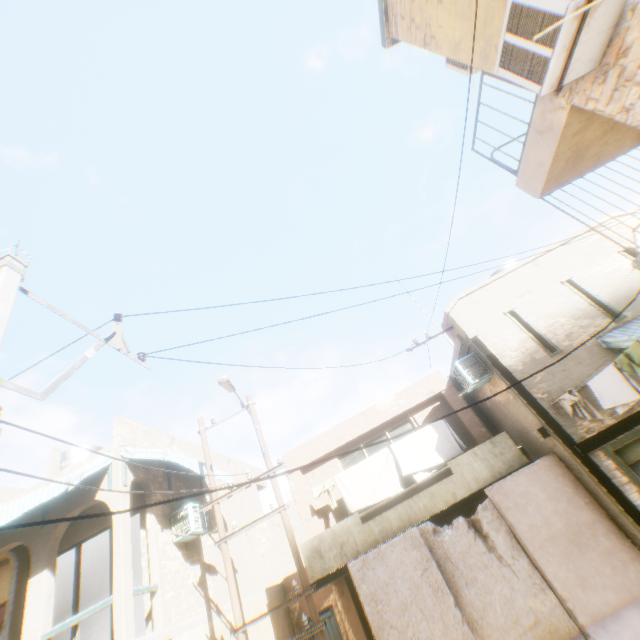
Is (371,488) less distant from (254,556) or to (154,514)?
(154,514)

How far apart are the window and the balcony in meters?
1.1

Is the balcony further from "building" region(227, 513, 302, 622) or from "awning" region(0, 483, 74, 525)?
"awning" region(0, 483, 74, 525)

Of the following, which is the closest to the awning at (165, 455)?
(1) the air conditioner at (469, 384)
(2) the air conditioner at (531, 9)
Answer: (1) the air conditioner at (469, 384)

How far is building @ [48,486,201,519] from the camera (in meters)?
8.84

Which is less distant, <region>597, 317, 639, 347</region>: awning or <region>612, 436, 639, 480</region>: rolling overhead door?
<region>612, 436, 639, 480</region>: rolling overhead door

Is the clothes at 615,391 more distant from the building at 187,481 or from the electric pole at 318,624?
the electric pole at 318,624

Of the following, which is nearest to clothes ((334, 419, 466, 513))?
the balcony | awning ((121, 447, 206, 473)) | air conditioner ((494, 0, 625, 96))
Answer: the balcony
